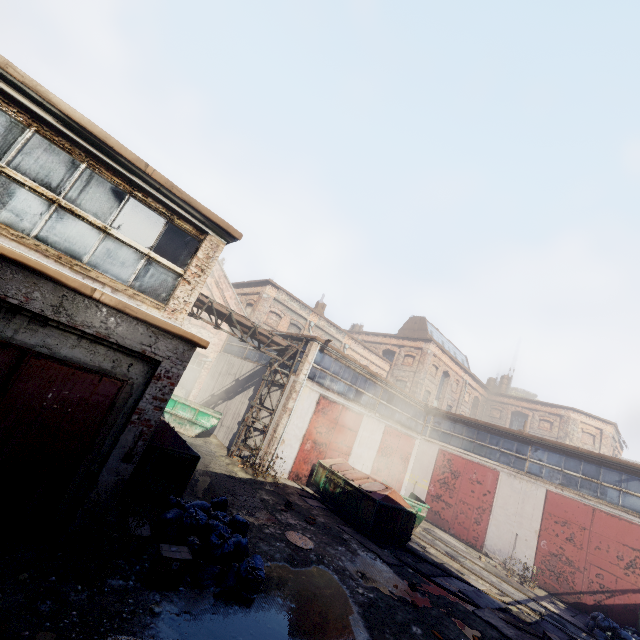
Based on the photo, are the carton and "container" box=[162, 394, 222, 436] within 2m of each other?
no

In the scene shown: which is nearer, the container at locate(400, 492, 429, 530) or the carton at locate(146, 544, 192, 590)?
the carton at locate(146, 544, 192, 590)

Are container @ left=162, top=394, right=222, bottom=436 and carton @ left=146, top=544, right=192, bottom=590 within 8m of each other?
no

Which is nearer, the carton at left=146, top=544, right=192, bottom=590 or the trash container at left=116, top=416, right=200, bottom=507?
the carton at left=146, top=544, right=192, bottom=590

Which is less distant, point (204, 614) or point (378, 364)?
point (204, 614)

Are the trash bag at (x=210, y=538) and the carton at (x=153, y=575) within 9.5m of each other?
yes

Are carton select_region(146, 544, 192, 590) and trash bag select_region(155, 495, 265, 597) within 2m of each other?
yes

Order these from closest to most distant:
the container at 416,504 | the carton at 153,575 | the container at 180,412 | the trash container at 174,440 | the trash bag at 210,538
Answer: the carton at 153,575 < the trash bag at 210,538 < the trash container at 174,440 < the container at 416,504 < the container at 180,412
